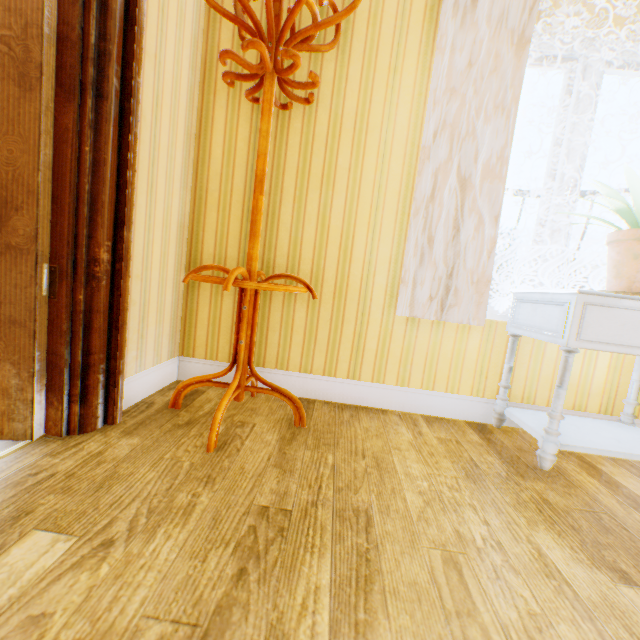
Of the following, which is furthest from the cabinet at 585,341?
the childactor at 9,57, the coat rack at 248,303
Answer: the childactor at 9,57

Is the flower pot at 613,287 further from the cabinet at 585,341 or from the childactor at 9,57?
the childactor at 9,57

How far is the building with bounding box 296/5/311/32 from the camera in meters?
1.9

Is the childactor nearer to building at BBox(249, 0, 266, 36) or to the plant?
building at BBox(249, 0, 266, 36)

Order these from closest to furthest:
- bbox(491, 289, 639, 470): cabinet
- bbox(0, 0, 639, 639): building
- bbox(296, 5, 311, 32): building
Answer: bbox(0, 0, 639, 639): building → bbox(491, 289, 639, 470): cabinet → bbox(296, 5, 311, 32): building

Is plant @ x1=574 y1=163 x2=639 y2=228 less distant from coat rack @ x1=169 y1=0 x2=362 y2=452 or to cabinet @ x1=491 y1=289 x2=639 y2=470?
cabinet @ x1=491 y1=289 x2=639 y2=470

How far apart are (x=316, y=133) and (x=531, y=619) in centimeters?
229cm

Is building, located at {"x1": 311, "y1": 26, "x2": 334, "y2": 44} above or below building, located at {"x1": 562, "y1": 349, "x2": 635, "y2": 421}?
above
